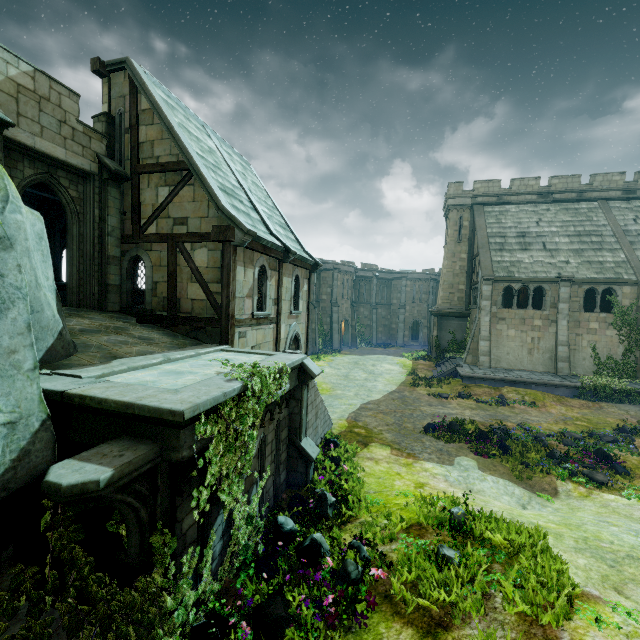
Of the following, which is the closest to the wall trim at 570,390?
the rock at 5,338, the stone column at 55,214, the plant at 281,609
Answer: the plant at 281,609

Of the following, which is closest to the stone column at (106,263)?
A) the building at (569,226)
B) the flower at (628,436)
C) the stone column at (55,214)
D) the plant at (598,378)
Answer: the stone column at (55,214)

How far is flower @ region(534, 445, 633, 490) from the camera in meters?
10.2 m

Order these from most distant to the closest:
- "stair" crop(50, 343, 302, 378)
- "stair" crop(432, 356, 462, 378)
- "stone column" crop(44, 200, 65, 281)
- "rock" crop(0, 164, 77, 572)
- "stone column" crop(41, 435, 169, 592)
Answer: "stair" crop(432, 356, 462, 378), "stone column" crop(44, 200, 65, 281), "stair" crop(50, 343, 302, 378), "rock" crop(0, 164, 77, 572), "stone column" crop(41, 435, 169, 592)

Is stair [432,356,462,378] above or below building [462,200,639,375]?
below

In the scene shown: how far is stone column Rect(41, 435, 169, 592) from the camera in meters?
3.7 m

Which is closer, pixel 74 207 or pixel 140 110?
pixel 74 207

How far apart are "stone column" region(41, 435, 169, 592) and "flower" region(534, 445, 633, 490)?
12.29m
